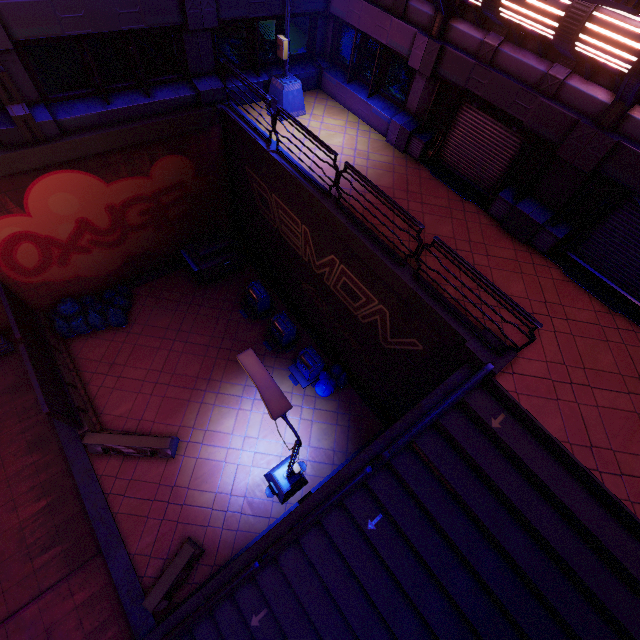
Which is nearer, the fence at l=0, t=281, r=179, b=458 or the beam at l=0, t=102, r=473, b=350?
the beam at l=0, t=102, r=473, b=350

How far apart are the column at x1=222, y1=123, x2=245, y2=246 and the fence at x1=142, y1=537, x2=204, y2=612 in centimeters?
1161cm

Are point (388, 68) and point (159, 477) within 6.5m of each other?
no

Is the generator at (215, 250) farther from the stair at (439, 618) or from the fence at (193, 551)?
the stair at (439, 618)

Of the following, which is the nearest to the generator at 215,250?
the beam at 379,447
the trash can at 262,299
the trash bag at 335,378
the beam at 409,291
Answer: the beam at 379,447

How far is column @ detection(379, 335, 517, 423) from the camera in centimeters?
676cm

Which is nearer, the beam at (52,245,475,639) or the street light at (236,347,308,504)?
the street light at (236,347,308,504)

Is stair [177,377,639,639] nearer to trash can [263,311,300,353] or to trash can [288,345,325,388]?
trash can [288,345,325,388]
